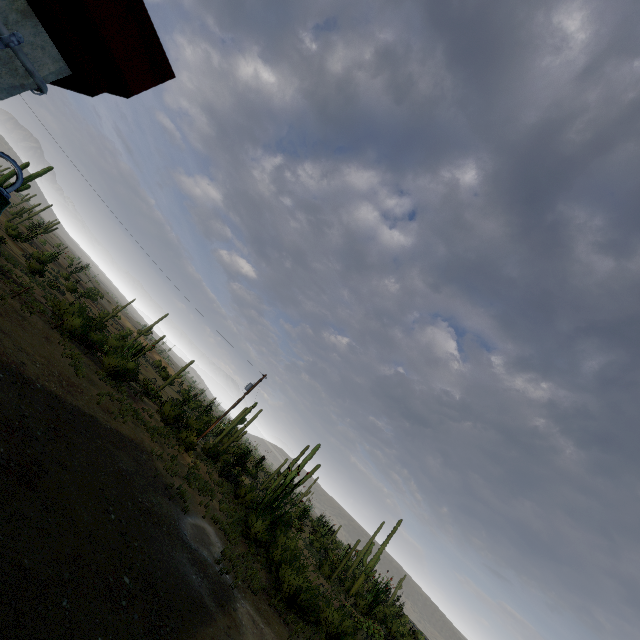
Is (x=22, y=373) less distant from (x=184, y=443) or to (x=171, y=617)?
(x=171, y=617)

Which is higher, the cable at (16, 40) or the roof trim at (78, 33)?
the roof trim at (78, 33)

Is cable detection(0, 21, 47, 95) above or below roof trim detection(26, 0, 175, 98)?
below
